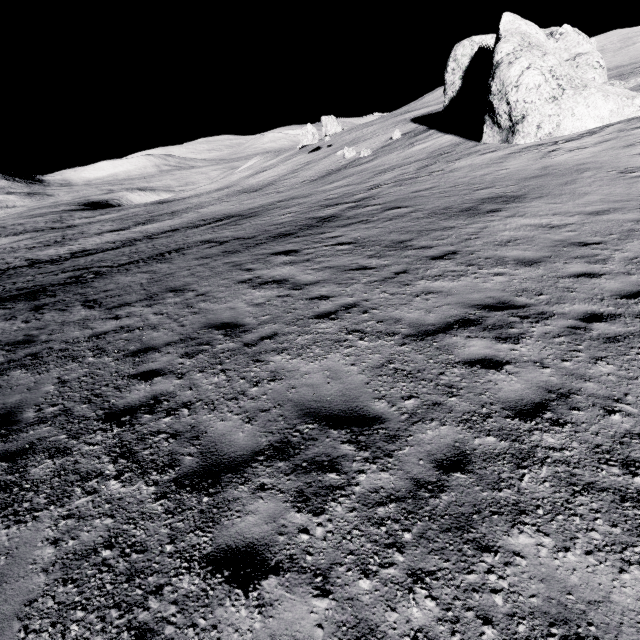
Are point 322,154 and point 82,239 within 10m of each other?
no
